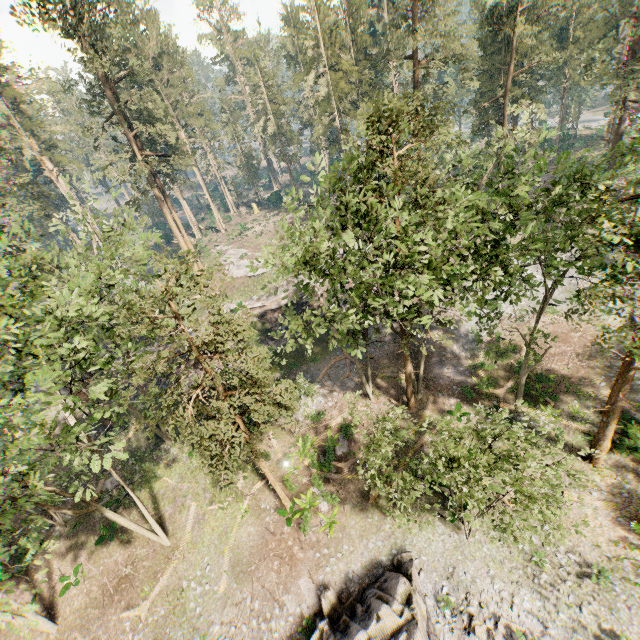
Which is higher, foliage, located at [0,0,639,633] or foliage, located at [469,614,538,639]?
foliage, located at [0,0,639,633]

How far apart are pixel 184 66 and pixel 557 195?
48.3 meters

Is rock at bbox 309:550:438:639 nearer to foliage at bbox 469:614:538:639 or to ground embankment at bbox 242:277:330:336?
foliage at bbox 469:614:538:639

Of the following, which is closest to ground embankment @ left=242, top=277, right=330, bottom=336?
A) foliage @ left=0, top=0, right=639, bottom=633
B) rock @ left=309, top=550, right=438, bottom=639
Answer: foliage @ left=0, top=0, right=639, bottom=633

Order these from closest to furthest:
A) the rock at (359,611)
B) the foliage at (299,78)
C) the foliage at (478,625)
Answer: the foliage at (299,78), the rock at (359,611), the foliage at (478,625)

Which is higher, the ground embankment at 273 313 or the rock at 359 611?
the ground embankment at 273 313

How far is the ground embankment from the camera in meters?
34.6 m

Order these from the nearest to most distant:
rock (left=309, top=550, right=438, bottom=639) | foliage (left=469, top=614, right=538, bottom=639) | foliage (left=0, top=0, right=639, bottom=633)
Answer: foliage (left=0, top=0, right=639, bottom=633) < rock (left=309, top=550, right=438, bottom=639) < foliage (left=469, top=614, right=538, bottom=639)
